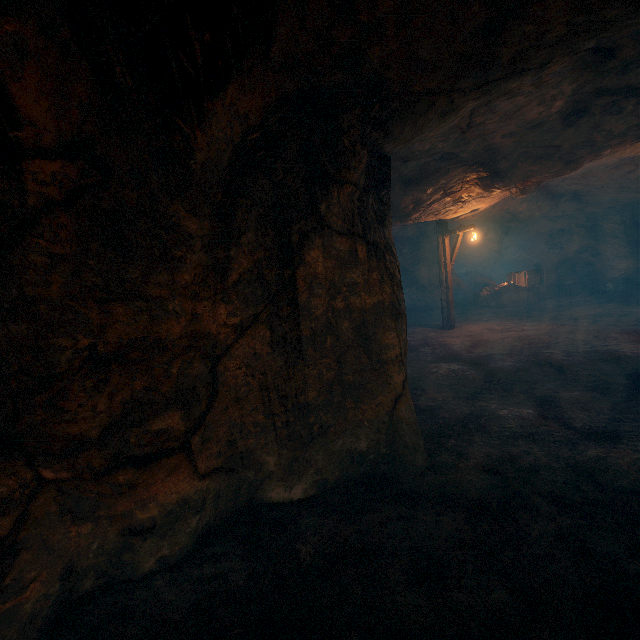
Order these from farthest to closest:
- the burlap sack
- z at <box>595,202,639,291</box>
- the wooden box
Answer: the wooden box < z at <box>595,202,639,291</box> < the burlap sack

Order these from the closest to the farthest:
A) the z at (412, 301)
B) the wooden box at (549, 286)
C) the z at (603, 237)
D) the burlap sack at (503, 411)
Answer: the burlap sack at (503, 411), the z at (412, 301), the z at (603, 237), the wooden box at (549, 286)

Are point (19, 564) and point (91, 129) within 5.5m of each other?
yes

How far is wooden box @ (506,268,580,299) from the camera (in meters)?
19.88

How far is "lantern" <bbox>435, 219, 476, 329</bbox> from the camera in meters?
12.9 m

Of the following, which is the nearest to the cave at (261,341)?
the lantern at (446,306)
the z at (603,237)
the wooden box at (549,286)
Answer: the lantern at (446,306)

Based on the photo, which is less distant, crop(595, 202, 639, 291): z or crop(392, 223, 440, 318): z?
crop(392, 223, 440, 318): z

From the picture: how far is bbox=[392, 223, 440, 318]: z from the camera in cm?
1822
